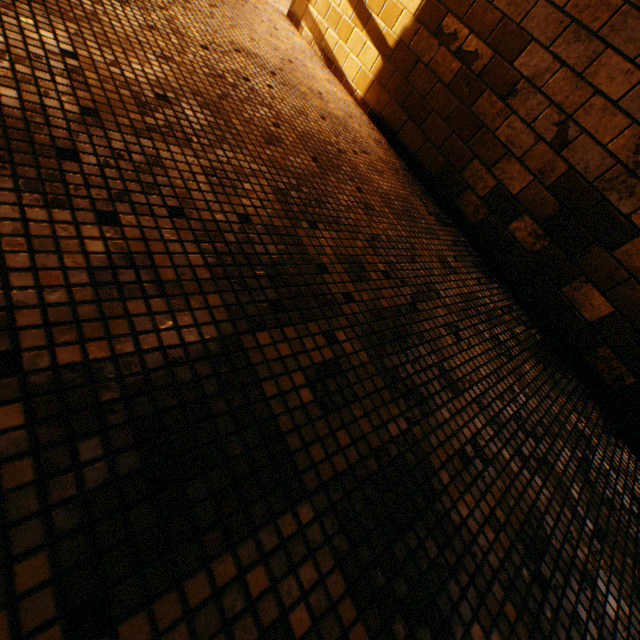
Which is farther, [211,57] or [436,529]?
[211,57]
